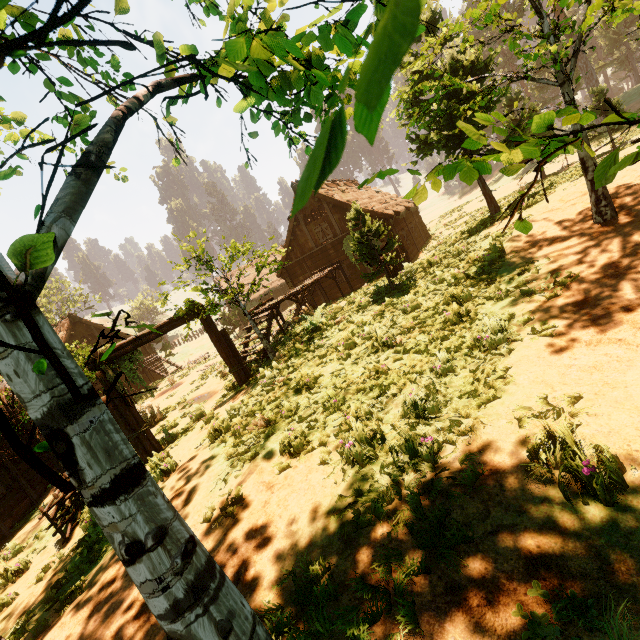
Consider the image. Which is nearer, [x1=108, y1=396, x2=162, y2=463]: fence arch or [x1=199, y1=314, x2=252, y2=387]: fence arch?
[x1=108, y1=396, x2=162, y2=463]: fence arch

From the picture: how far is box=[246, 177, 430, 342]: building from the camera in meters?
18.9 m

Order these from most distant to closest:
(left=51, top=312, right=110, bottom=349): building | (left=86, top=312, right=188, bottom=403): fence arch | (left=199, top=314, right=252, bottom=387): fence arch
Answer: (left=51, top=312, right=110, bottom=349): building, (left=199, top=314, right=252, bottom=387): fence arch, (left=86, top=312, right=188, bottom=403): fence arch

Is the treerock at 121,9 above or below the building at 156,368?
above

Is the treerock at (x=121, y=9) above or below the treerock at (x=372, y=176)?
above

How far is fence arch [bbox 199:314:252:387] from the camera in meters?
11.6 m

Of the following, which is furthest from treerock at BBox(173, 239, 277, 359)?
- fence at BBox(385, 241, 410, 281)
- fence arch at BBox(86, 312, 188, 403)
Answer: fence at BBox(385, 241, 410, 281)

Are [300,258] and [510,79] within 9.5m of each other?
no
